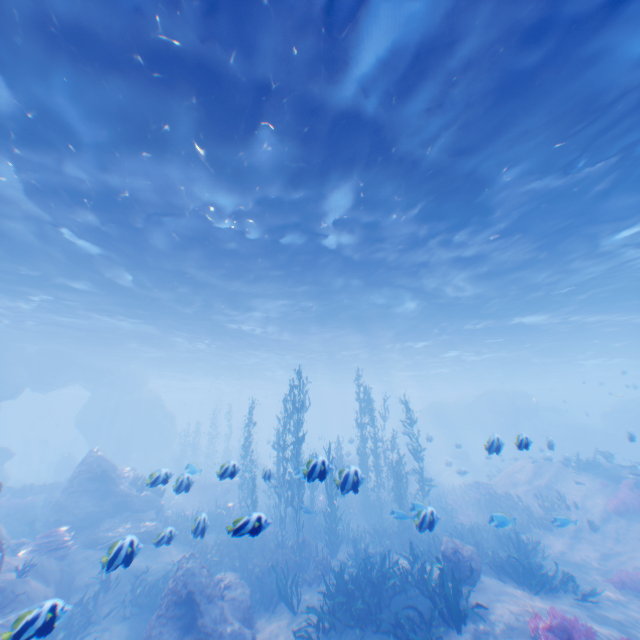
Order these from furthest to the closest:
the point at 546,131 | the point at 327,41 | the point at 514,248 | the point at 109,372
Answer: the point at 109,372, the point at 514,248, the point at 546,131, the point at 327,41

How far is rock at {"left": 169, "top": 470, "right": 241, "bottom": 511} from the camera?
8.50m

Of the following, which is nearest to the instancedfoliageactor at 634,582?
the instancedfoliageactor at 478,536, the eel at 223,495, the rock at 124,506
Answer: the instancedfoliageactor at 478,536

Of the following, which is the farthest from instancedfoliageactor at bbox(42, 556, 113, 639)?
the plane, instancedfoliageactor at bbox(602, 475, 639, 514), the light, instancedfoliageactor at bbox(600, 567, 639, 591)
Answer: the plane

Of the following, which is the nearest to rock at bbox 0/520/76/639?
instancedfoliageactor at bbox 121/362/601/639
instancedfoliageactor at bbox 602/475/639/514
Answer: instancedfoliageactor at bbox 121/362/601/639

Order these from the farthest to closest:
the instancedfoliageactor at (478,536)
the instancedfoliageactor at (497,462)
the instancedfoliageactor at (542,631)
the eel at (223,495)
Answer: the eel at (223,495) → the instancedfoliageactor at (497,462) → the instancedfoliageactor at (478,536) → the instancedfoliageactor at (542,631)

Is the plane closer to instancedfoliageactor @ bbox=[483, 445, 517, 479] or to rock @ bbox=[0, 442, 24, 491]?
rock @ bbox=[0, 442, 24, 491]

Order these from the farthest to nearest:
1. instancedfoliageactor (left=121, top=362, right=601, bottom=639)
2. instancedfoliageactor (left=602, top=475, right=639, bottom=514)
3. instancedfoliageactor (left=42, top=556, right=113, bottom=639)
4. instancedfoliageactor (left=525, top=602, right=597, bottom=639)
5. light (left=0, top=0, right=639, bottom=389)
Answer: instancedfoliageactor (left=602, top=475, right=639, bottom=514)
instancedfoliageactor (left=42, top=556, right=113, bottom=639)
instancedfoliageactor (left=121, top=362, right=601, bottom=639)
instancedfoliageactor (left=525, top=602, right=597, bottom=639)
light (left=0, top=0, right=639, bottom=389)
